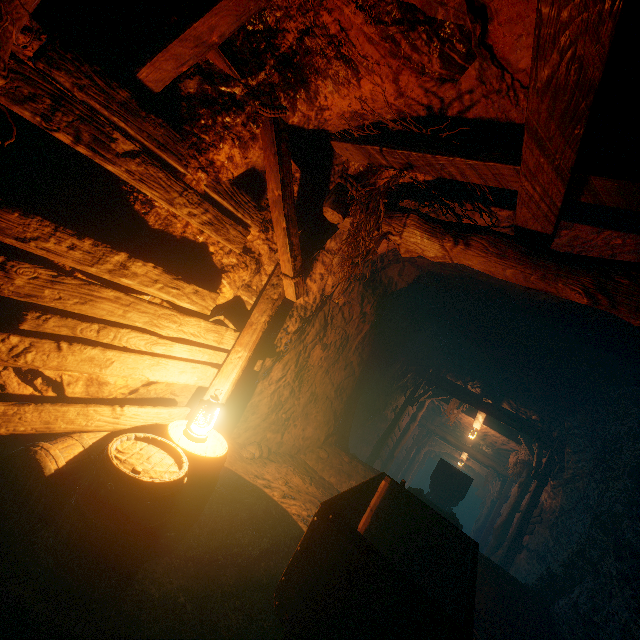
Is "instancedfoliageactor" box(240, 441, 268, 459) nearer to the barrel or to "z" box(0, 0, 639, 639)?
"z" box(0, 0, 639, 639)

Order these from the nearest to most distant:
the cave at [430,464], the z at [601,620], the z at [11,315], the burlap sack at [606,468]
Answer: the z at [11,315] < the z at [601,620] < the burlap sack at [606,468] < the cave at [430,464]

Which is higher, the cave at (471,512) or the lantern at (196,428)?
the lantern at (196,428)

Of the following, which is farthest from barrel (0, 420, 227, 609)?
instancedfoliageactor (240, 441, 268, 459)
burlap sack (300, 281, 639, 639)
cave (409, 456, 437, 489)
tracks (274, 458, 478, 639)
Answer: cave (409, 456, 437, 489)

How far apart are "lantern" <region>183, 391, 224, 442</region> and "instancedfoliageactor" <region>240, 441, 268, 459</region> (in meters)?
2.36

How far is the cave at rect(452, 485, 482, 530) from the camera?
25.5 meters

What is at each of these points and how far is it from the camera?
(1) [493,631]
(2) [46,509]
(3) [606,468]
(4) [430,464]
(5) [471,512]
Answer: (1) z, 4.4m
(2) barrel, 2.3m
(3) burlap sack, 6.3m
(4) cave, 26.5m
(5) cave, 25.5m

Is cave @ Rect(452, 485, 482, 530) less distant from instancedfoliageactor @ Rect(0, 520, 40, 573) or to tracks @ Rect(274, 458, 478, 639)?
tracks @ Rect(274, 458, 478, 639)
